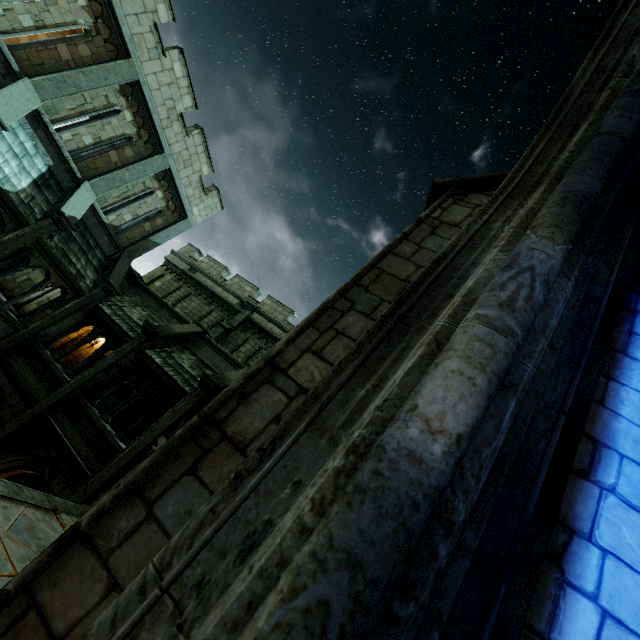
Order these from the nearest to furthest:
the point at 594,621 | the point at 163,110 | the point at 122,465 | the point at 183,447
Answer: the point at 594,621
the point at 183,447
the point at 122,465
the point at 163,110

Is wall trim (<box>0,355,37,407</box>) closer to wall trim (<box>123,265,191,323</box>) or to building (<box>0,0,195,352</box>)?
building (<box>0,0,195,352</box>)

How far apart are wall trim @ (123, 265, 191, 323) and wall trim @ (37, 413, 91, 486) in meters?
5.0 m

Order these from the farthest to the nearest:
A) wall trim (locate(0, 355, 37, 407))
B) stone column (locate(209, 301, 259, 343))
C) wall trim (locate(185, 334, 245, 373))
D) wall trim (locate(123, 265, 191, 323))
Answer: stone column (locate(209, 301, 259, 343)) < wall trim (locate(123, 265, 191, 323)) < wall trim (locate(185, 334, 245, 373)) < wall trim (locate(0, 355, 37, 407))

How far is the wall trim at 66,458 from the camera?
9.1 meters

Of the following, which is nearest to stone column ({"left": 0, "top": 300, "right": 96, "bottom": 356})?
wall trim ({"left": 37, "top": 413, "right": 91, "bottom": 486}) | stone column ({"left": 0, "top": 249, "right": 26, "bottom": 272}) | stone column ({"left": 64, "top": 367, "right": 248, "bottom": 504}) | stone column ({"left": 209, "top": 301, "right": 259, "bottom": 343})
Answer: wall trim ({"left": 37, "top": 413, "right": 91, "bottom": 486})

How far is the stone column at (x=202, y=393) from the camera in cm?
871

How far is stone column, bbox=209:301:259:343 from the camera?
17.5m
